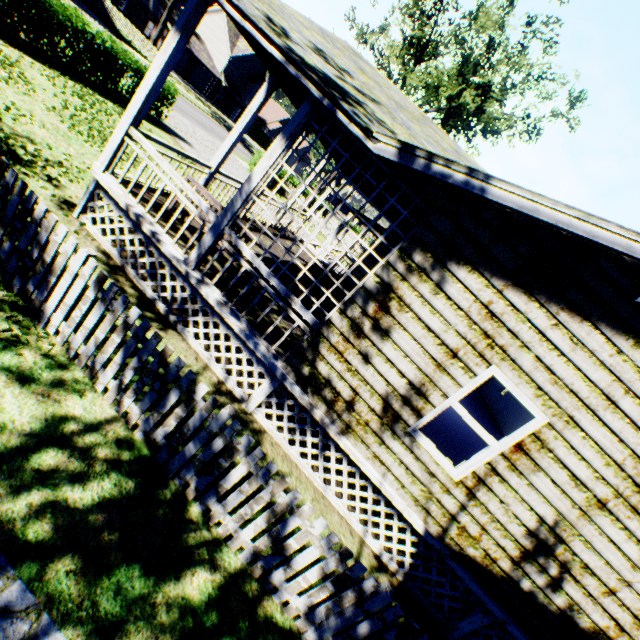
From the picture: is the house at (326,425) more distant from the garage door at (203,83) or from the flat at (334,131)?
the garage door at (203,83)

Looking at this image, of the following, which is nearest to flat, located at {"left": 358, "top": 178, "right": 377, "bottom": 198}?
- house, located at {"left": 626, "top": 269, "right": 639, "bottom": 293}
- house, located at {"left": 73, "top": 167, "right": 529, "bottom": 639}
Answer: house, located at {"left": 626, "top": 269, "right": 639, "bottom": 293}

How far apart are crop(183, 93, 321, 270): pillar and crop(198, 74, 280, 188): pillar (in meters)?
3.20

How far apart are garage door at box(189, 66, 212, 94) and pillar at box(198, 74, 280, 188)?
50.33m

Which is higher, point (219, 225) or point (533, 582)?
point (219, 225)

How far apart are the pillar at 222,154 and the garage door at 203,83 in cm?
5033

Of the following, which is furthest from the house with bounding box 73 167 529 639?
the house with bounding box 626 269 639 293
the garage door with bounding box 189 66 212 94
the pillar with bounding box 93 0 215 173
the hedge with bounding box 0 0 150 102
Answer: the garage door with bounding box 189 66 212 94

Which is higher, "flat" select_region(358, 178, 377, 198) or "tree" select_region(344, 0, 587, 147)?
"tree" select_region(344, 0, 587, 147)
